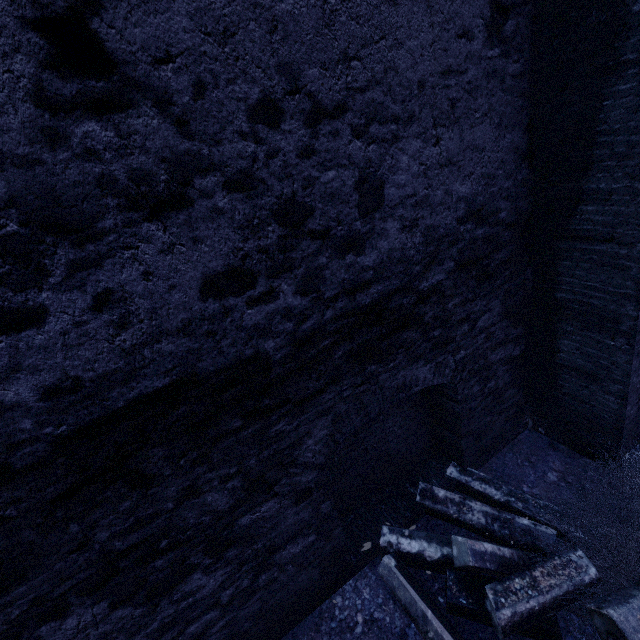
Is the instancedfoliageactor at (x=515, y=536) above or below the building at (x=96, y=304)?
below

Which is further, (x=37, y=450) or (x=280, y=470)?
(x=280, y=470)

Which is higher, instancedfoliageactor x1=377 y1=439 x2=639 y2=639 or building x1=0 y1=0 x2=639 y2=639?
building x1=0 y1=0 x2=639 y2=639

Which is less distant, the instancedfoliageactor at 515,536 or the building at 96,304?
the building at 96,304

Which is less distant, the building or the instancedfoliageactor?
the building
